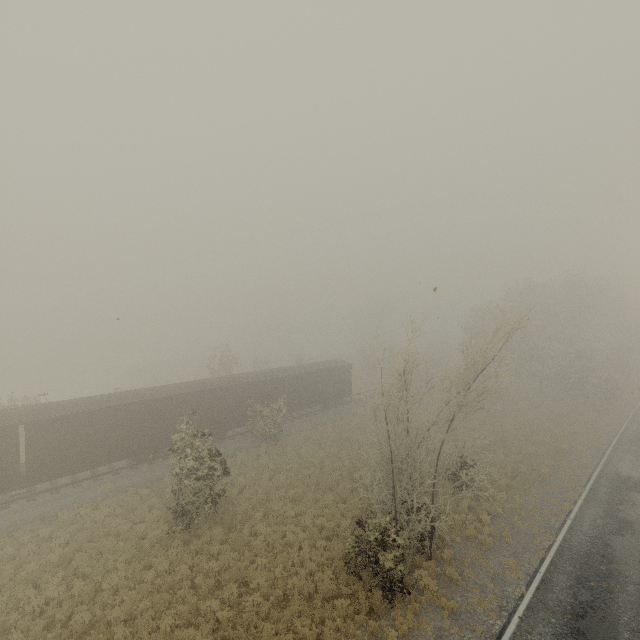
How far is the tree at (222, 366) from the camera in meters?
38.6 m

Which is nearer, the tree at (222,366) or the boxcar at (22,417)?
the boxcar at (22,417)

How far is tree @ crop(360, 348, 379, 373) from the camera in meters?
56.3

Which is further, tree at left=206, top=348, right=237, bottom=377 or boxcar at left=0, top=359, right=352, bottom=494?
tree at left=206, top=348, right=237, bottom=377

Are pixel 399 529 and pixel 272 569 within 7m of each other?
yes

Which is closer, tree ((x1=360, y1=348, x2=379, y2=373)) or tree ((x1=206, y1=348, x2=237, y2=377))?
tree ((x1=206, y1=348, x2=237, y2=377))
